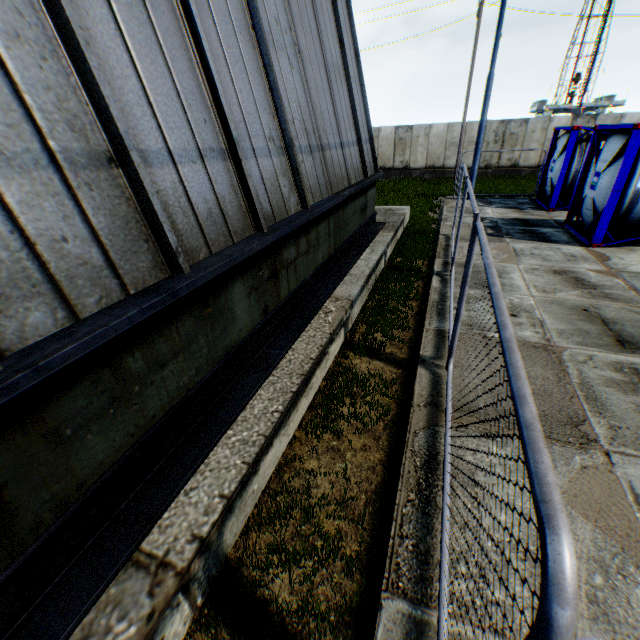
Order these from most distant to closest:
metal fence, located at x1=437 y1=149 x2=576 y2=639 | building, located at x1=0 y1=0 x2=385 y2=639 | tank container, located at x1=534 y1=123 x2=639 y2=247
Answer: tank container, located at x1=534 y1=123 x2=639 y2=247 → building, located at x1=0 y1=0 x2=385 y2=639 → metal fence, located at x1=437 y1=149 x2=576 y2=639

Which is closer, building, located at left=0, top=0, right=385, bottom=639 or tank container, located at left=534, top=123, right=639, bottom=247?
building, located at left=0, top=0, right=385, bottom=639

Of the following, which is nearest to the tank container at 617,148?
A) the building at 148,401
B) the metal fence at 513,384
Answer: the metal fence at 513,384

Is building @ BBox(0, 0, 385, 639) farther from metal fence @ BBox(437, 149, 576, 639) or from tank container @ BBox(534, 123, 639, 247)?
tank container @ BBox(534, 123, 639, 247)

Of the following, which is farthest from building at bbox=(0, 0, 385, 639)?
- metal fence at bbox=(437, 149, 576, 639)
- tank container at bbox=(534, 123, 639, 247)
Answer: tank container at bbox=(534, 123, 639, 247)

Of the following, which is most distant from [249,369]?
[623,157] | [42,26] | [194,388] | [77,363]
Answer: [623,157]

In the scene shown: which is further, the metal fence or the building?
the building
